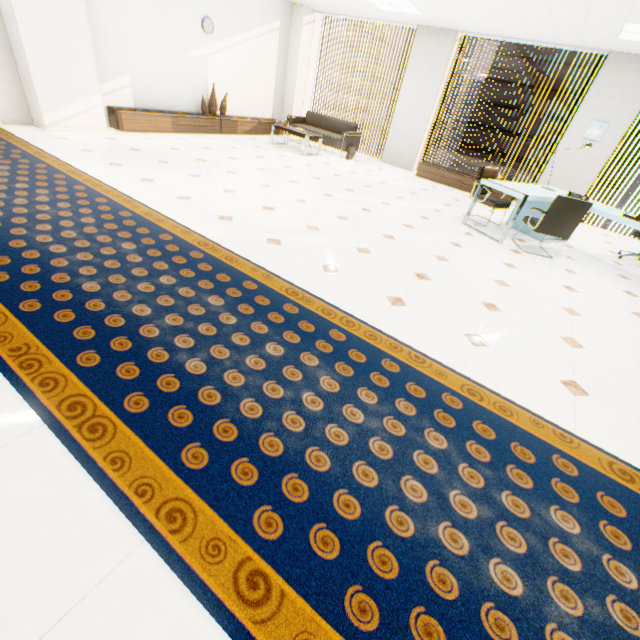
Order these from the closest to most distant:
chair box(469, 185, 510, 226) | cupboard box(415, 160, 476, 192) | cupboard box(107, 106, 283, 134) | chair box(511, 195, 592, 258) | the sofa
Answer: chair box(511, 195, 592, 258)
chair box(469, 185, 510, 226)
cupboard box(107, 106, 283, 134)
cupboard box(415, 160, 476, 192)
the sofa

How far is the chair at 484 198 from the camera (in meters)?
5.50

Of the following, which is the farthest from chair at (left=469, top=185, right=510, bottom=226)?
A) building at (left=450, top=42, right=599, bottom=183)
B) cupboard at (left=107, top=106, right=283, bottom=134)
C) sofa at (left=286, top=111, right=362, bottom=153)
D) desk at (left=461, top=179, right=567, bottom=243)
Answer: building at (left=450, top=42, right=599, bottom=183)

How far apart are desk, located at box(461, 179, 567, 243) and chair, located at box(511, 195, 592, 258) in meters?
0.1 m

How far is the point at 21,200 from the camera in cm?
316

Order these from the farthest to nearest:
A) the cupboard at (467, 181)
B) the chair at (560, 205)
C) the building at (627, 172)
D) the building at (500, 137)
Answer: the building at (500, 137) → the building at (627, 172) → the cupboard at (467, 181) → the chair at (560, 205)

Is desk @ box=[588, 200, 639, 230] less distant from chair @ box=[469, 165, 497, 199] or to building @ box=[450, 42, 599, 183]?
chair @ box=[469, 165, 497, 199]

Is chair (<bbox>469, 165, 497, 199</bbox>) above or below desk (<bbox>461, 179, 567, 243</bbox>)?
above
